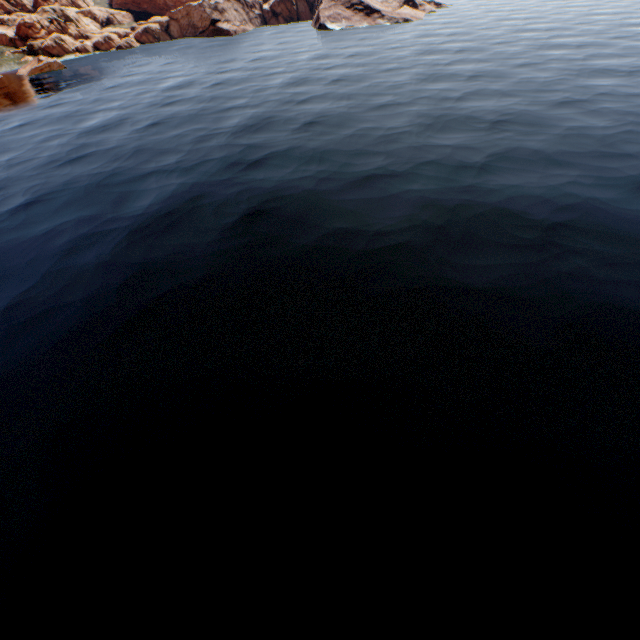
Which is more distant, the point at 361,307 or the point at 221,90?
the point at 221,90
